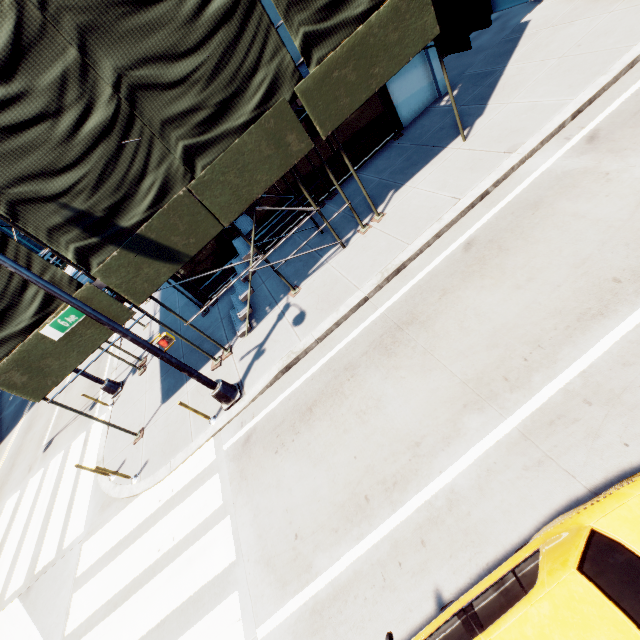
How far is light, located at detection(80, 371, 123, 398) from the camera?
12.2 meters

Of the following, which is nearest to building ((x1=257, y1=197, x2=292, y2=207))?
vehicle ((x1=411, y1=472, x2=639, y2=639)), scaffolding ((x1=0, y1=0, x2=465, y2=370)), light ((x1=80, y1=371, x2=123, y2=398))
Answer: scaffolding ((x1=0, y1=0, x2=465, y2=370))

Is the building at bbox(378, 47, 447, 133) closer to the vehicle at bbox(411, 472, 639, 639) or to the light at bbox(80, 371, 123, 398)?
the light at bbox(80, 371, 123, 398)

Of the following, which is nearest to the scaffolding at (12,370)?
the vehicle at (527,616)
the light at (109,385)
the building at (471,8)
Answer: the building at (471,8)

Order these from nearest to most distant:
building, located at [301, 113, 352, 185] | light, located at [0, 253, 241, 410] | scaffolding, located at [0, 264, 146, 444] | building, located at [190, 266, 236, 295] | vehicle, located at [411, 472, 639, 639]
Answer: vehicle, located at [411, 472, 639, 639] → light, located at [0, 253, 241, 410] → scaffolding, located at [0, 264, 146, 444] → building, located at [301, 113, 352, 185] → building, located at [190, 266, 236, 295]

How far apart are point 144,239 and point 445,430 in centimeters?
735cm

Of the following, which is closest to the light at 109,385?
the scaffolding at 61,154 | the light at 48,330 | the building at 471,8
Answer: the scaffolding at 61,154

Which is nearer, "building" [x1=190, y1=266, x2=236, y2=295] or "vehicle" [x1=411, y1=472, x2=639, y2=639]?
"vehicle" [x1=411, y1=472, x2=639, y2=639]
